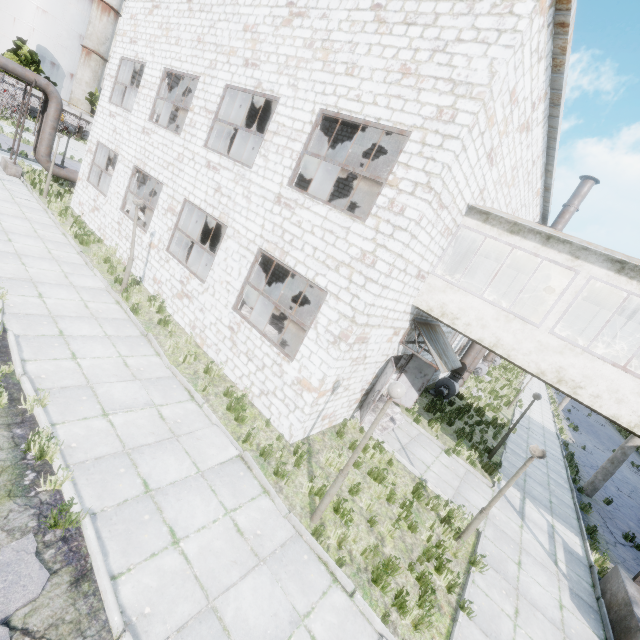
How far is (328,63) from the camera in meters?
8.3

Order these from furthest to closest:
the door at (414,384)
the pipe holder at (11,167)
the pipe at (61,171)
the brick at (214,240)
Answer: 1. the brick at (214,240)
2. the pipe at (61,171)
3. the pipe holder at (11,167)
4. the door at (414,384)

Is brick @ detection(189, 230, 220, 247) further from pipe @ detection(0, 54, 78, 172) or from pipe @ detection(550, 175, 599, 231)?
pipe @ detection(550, 175, 599, 231)

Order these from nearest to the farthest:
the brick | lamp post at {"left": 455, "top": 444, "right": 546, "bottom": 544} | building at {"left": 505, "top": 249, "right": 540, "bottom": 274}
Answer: lamp post at {"left": 455, "top": 444, "right": 546, "bottom": 544} → building at {"left": 505, "top": 249, "right": 540, "bottom": 274} → the brick

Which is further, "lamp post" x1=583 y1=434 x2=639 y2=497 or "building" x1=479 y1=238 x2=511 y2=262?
"lamp post" x1=583 y1=434 x2=639 y2=497

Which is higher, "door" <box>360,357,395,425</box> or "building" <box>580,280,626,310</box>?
"building" <box>580,280,626,310</box>

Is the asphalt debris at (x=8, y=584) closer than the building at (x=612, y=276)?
Yes

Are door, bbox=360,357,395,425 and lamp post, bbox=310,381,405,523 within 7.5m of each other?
yes
